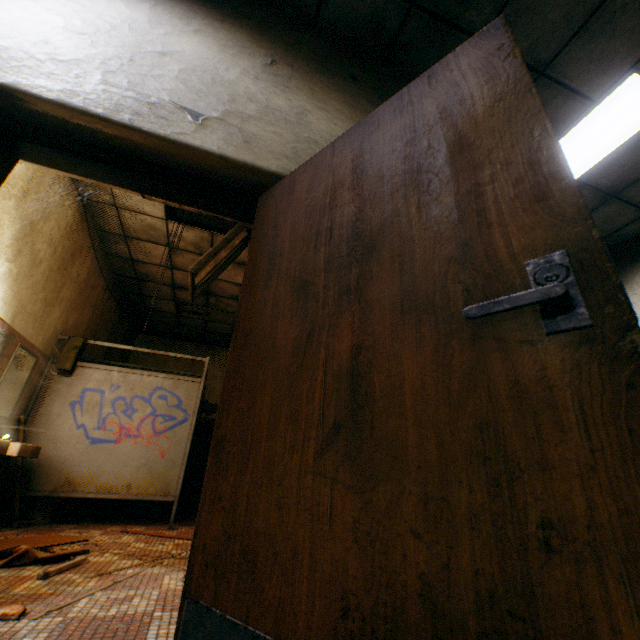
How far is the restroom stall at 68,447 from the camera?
4.1m

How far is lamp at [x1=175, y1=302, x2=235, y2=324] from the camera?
7.2 meters

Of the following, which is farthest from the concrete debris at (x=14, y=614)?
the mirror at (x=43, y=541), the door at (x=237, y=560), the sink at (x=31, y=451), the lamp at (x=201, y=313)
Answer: the lamp at (x=201, y=313)

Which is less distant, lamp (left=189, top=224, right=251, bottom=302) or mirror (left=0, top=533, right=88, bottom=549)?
mirror (left=0, top=533, right=88, bottom=549)

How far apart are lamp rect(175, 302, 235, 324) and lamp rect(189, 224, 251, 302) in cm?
267

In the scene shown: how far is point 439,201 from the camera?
1.0 meters

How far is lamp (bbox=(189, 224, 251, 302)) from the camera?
3.93m

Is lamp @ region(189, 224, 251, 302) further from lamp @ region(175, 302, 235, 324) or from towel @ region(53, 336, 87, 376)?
lamp @ region(175, 302, 235, 324)
